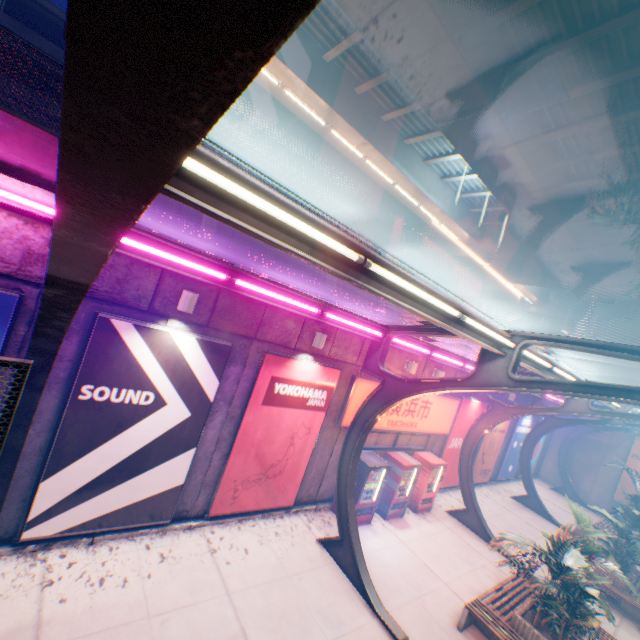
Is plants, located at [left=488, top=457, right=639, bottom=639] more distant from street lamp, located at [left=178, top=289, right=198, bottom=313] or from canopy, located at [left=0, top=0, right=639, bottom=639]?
street lamp, located at [left=178, top=289, right=198, bottom=313]

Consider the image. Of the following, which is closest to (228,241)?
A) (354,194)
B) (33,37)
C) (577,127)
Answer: (577,127)

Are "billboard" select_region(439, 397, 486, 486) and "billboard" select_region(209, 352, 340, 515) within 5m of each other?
no

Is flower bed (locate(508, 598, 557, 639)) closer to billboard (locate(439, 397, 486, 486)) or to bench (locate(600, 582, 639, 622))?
bench (locate(600, 582, 639, 622))

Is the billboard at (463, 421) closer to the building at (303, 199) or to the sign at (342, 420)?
the sign at (342, 420)

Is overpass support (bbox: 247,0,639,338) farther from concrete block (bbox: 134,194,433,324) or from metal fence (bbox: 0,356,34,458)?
concrete block (bbox: 134,194,433,324)

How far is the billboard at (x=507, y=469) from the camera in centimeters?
1903cm

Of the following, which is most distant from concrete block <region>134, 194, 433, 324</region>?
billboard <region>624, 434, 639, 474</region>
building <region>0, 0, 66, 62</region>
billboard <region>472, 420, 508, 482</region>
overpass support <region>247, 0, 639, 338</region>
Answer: building <region>0, 0, 66, 62</region>
